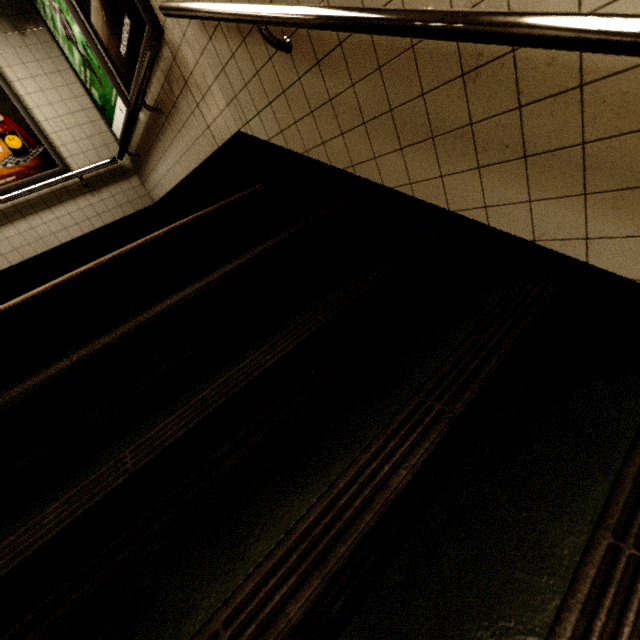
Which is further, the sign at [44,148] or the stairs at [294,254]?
the sign at [44,148]

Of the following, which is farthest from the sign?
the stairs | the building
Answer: the stairs

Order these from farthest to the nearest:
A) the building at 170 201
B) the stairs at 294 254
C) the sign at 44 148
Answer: the sign at 44 148 → the building at 170 201 → the stairs at 294 254

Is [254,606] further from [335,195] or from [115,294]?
[335,195]

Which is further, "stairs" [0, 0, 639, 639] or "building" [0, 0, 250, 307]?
"building" [0, 0, 250, 307]

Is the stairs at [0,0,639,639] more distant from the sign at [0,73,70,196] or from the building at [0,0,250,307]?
the sign at [0,73,70,196]
